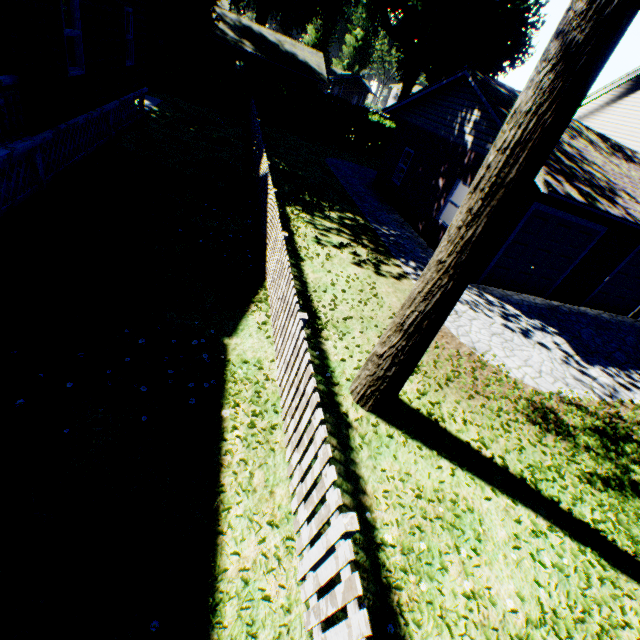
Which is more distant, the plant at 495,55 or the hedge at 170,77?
the plant at 495,55

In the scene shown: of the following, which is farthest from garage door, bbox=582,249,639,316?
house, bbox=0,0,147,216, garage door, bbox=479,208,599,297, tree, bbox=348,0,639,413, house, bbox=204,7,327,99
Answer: house, bbox=204,7,327,99

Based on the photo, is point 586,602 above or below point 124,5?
below

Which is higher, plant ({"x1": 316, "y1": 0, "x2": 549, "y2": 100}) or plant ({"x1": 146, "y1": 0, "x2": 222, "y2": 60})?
plant ({"x1": 316, "y1": 0, "x2": 549, "y2": 100})

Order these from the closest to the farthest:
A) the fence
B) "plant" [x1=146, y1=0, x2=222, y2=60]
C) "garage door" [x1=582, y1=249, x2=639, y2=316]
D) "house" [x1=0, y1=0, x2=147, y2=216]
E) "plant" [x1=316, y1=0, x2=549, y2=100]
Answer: the fence
"house" [x1=0, y1=0, x2=147, y2=216]
"garage door" [x1=582, y1=249, x2=639, y2=316]
"plant" [x1=146, y1=0, x2=222, y2=60]
"plant" [x1=316, y1=0, x2=549, y2=100]

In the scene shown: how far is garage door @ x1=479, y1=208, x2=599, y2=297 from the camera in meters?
10.3 m

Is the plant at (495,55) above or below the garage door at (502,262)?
above

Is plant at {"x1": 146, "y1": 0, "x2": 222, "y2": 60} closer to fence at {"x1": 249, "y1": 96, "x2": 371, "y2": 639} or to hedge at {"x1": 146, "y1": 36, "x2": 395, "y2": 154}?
hedge at {"x1": 146, "y1": 36, "x2": 395, "y2": 154}
